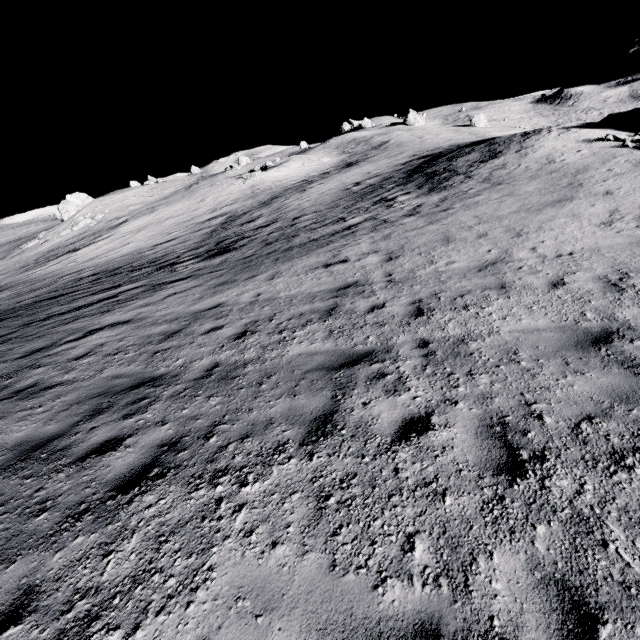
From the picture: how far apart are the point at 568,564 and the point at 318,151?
65.82m

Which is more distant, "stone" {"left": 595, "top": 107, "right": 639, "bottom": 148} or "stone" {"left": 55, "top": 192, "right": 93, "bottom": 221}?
"stone" {"left": 55, "top": 192, "right": 93, "bottom": 221}

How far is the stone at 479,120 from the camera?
58.4m

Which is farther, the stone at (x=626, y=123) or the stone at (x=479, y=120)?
the stone at (x=479, y=120)

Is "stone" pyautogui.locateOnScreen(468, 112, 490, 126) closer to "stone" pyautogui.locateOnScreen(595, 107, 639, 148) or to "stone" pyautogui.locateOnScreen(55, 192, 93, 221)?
"stone" pyautogui.locateOnScreen(595, 107, 639, 148)

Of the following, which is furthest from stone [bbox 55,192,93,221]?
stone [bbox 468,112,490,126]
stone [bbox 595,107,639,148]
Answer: stone [bbox 468,112,490,126]

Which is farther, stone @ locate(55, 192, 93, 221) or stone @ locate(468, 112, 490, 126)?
stone @ locate(468, 112, 490, 126)
